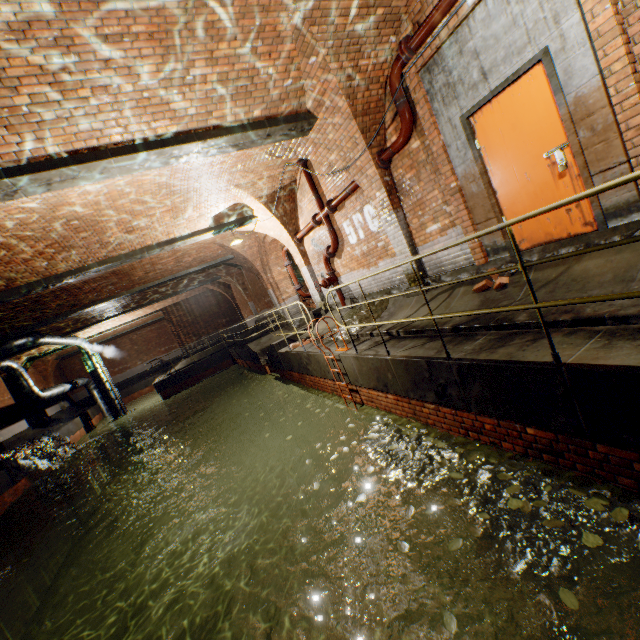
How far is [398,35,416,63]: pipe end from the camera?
4.9 meters

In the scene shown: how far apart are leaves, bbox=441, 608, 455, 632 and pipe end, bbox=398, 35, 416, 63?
6.7m

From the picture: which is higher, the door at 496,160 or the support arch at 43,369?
the support arch at 43,369

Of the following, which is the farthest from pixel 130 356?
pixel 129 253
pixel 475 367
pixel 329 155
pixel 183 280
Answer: pixel 475 367

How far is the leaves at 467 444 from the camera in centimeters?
363cm

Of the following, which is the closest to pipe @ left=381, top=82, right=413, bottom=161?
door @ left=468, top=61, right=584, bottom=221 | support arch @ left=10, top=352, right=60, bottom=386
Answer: door @ left=468, top=61, right=584, bottom=221

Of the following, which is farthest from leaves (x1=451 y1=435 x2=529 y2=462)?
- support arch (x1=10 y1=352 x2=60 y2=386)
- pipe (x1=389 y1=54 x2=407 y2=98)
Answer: support arch (x1=10 y1=352 x2=60 y2=386)

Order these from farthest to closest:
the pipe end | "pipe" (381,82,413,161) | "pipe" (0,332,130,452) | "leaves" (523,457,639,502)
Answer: "pipe" (0,332,130,452) → "pipe" (381,82,413,161) → the pipe end → "leaves" (523,457,639,502)
